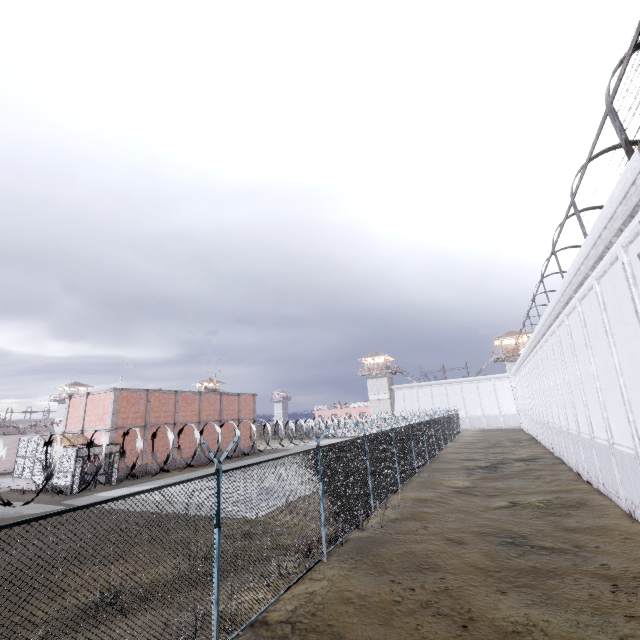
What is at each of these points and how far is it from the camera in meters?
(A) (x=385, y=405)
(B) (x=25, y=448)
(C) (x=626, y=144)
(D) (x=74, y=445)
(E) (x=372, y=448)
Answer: (A) building, 59.5 m
(B) cage, 25.1 m
(C) metal cage, 7.1 m
(D) cage, 24.6 m
(E) fence, 13.3 m

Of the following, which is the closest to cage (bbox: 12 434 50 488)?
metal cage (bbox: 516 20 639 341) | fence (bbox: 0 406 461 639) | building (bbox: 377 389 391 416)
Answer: fence (bbox: 0 406 461 639)

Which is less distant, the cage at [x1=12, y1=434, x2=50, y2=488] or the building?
the cage at [x1=12, y1=434, x2=50, y2=488]

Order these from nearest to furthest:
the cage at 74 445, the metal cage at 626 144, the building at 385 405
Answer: the metal cage at 626 144, the cage at 74 445, the building at 385 405

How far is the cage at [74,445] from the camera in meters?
21.5 m

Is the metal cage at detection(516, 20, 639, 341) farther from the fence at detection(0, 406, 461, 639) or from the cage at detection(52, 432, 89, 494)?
the cage at detection(52, 432, 89, 494)

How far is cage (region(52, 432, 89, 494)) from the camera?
21.50m

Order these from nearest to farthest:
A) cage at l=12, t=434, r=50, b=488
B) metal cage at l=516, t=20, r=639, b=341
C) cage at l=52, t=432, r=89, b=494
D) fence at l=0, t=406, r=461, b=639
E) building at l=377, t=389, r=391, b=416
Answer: fence at l=0, t=406, r=461, b=639, metal cage at l=516, t=20, r=639, b=341, cage at l=52, t=432, r=89, b=494, cage at l=12, t=434, r=50, b=488, building at l=377, t=389, r=391, b=416
